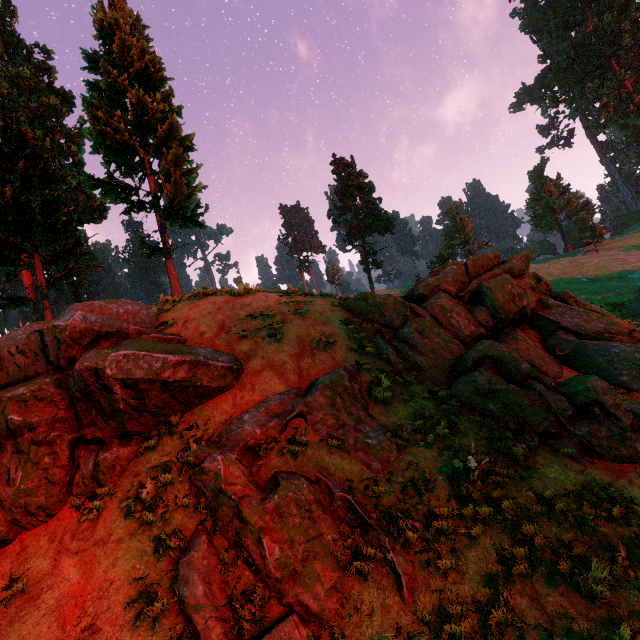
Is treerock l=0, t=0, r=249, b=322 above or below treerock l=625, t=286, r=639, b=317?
above

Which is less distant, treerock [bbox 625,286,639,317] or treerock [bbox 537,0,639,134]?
treerock [bbox 625,286,639,317]

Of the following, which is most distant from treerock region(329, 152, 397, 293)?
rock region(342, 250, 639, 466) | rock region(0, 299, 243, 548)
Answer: rock region(342, 250, 639, 466)

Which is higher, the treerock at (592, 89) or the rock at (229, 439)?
the treerock at (592, 89)

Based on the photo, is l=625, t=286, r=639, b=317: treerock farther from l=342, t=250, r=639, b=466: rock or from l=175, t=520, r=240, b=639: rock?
l=342, t=250, r=639, b=466: rock

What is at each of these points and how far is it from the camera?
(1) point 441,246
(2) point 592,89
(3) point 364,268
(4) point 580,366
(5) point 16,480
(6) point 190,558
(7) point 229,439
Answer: (1) treerock, 54.2m
(2) treerock, 48.1m
(3) treerock, 46.3m
(4) rock, 10.6m
(5) rock, 5.9m
(6) rock, 5.2m
(7) rock, 6.6m
